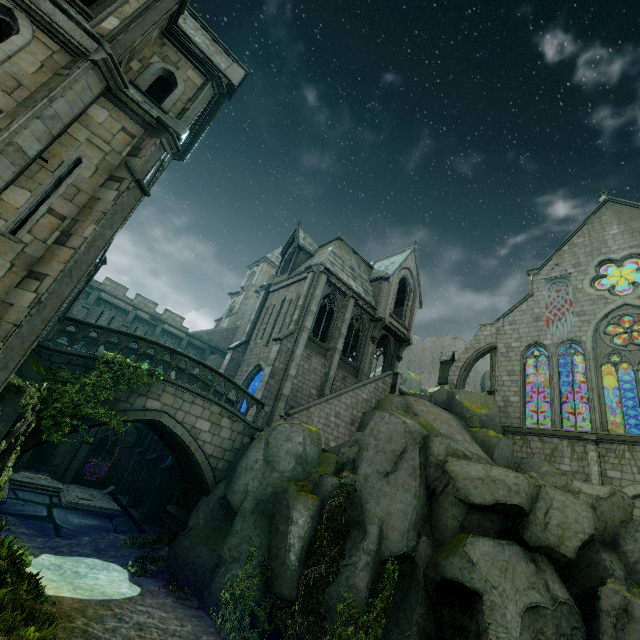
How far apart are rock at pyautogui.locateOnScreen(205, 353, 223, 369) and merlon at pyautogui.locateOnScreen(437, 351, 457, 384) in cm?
2254

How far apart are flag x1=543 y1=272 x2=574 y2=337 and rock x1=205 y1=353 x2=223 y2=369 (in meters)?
30.92

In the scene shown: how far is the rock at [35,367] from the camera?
9.4 meters

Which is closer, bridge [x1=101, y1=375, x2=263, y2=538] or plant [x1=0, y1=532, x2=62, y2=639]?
plant [x1=0, y1=532, x2=62, y2=639]

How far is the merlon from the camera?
29.20m

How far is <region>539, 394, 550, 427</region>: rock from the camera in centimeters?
3017cm

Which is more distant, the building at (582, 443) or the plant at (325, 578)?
the building at (582, 443)

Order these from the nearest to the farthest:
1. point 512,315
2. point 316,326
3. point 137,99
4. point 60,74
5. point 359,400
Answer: point 60,74, point 137,99, point 359,400, point 512,315, point 316,326
